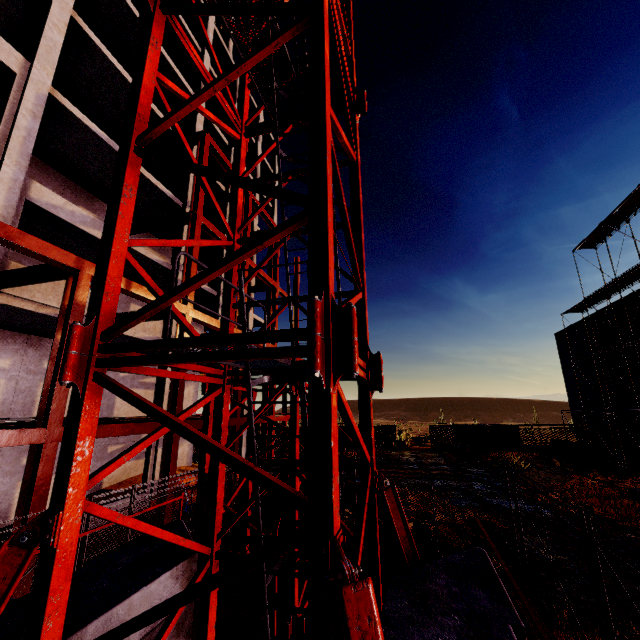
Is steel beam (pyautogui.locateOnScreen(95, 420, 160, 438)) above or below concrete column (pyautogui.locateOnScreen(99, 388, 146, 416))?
below

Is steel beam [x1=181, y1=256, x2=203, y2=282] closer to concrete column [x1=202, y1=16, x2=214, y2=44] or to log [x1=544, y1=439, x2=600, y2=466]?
concrete column [x1=202, y1=16, x2=214, y2=44]

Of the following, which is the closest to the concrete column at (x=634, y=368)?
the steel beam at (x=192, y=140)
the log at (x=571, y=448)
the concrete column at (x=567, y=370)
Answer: the concrete column at (x=567, y=370)

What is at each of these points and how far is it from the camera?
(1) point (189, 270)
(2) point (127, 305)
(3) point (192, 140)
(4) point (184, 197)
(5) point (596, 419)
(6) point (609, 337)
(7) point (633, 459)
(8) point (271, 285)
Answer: (1) steel beam, 12.3m
(2) concrete column, 18.8m
(3) steel beam, 14.0m
(4) concrete column, 18.5m
(5) concrete column, 27.4m
(6) concrete column, 24.7m
(7) concrete column, 23.1m
(8) steel beam, 20.0m

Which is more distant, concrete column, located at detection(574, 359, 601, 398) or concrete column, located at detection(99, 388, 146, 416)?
concrete column, located at detection(574, 359, 601, 398)

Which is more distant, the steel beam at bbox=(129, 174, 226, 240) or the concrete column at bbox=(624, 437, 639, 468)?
the concrete column at bbox=(624, 437, 639, 468)

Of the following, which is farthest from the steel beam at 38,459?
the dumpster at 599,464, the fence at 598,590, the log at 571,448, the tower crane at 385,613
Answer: the log at 571,448

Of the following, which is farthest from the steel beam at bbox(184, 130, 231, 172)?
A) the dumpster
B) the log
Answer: the log
